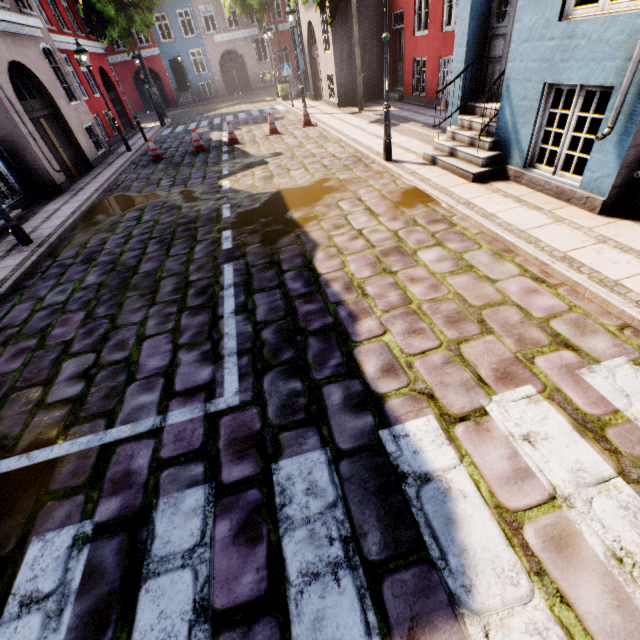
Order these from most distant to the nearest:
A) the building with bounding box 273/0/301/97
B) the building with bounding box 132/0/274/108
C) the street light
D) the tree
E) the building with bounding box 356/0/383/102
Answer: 1. the building with bounding box 132/0/274/108
2. the building with bounding box 273/0/301/97
3. the tree
4. the building with bounding box 356/0/383/102
5. the street light

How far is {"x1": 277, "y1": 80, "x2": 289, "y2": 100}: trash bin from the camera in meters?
20.2

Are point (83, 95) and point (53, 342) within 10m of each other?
no

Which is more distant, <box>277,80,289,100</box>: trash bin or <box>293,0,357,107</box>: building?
<box>277,80,289,100</box>: trash bin

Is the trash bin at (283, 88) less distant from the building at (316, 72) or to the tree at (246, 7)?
the building at (316, 72)

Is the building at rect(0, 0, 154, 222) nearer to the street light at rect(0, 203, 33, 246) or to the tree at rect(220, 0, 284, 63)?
the street light at rect(0, 203, 33, 246)

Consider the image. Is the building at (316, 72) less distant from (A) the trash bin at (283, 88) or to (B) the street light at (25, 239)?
(A) the trash bin at (283, 88)

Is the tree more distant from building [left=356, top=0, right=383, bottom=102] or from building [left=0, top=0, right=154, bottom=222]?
building [left=0, top=0, right=154, bottom=222]
